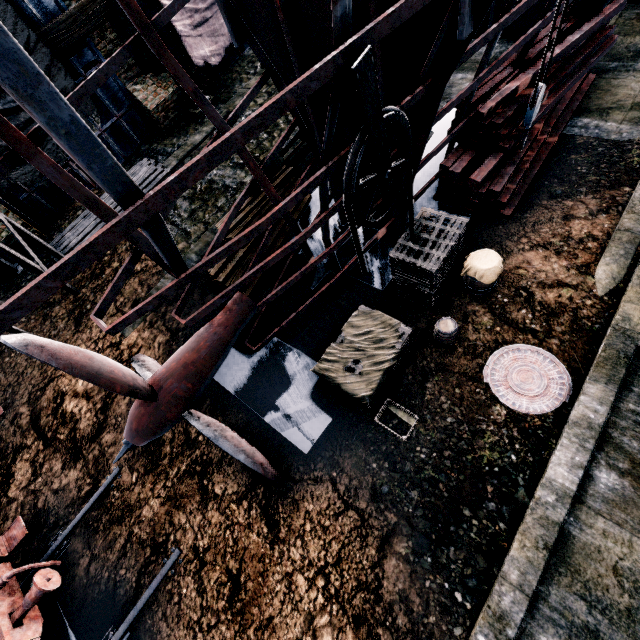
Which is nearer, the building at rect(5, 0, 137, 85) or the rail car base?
the rail car base

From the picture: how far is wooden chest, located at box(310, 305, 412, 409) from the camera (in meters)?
7.39

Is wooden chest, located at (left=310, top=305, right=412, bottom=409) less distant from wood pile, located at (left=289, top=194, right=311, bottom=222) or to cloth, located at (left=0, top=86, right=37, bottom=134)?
wood pile, located at (left=289, top=194, right=311, bottom=222)

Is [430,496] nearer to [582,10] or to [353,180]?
[353,180]

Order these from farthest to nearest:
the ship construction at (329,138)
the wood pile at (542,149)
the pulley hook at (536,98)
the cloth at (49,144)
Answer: the cloth at (49,144)
the wood pile at (542,149)
the pulley hook at (536,98)
the ship construction at (329,138)

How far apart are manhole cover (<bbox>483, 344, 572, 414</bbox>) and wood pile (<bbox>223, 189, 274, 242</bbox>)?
7.3 meters

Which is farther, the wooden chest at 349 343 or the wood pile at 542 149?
the wood pile at 542 149

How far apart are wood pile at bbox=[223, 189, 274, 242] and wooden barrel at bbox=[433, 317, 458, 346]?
6.0 meters
